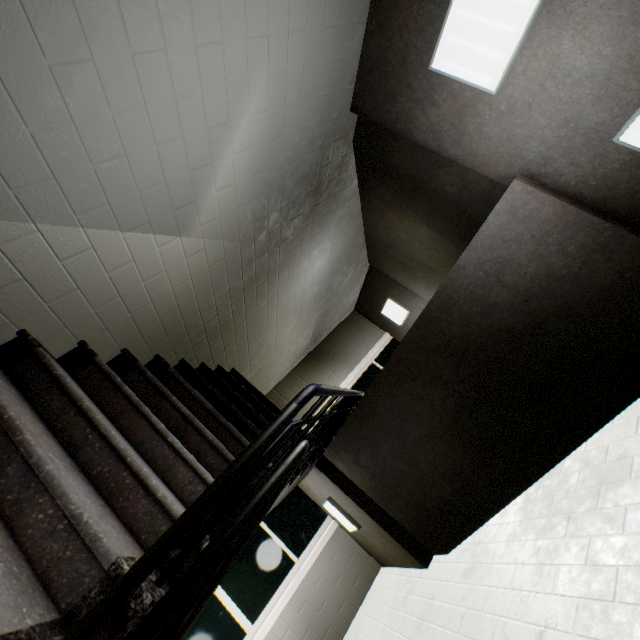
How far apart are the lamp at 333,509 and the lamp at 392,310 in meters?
3.5 m

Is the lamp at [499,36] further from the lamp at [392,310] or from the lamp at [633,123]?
the lamp at [392,310]

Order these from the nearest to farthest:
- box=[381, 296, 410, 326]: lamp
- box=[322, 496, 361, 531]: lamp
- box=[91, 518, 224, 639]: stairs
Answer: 1. box=[91, 518, 224, 639]: stairs
2. box=[322, 496, 361, 531]: lamp
3. box=[381, 296, 410, 326]: lamp

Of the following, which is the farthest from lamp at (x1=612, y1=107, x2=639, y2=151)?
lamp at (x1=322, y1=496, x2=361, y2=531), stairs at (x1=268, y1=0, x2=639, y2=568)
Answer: lamp at (x1=322, y1=496, x2=361, y2=531)

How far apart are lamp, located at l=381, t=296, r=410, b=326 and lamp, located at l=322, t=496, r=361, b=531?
3.54m

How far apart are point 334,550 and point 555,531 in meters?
3.4 m

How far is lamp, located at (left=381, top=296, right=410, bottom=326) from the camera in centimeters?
620cm

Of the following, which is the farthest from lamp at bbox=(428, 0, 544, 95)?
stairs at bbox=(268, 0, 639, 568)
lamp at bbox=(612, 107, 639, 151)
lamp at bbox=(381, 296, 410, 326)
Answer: lamp at bbox=(381, 296, 410, 326)
